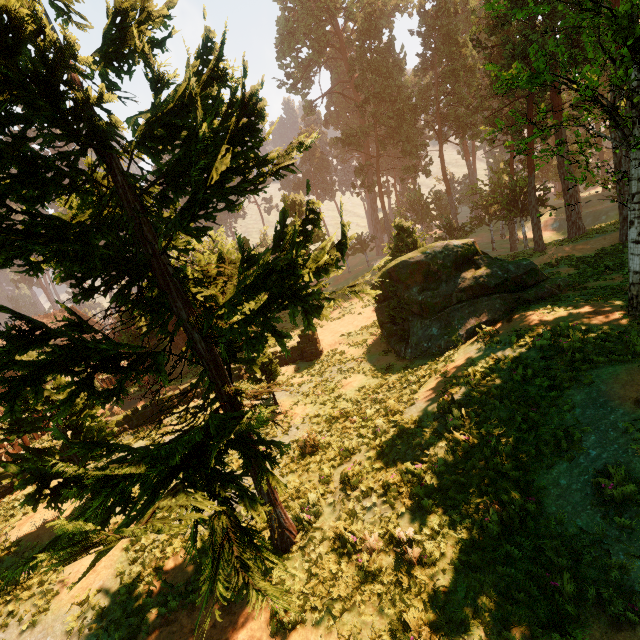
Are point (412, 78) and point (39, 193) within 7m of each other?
no
